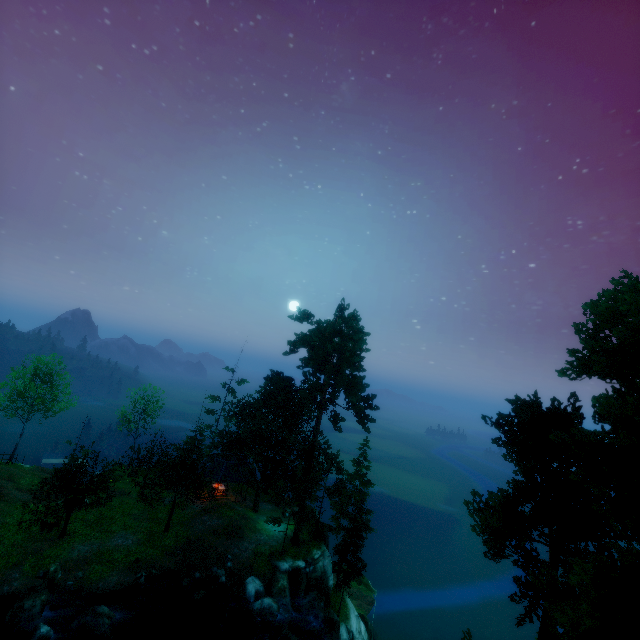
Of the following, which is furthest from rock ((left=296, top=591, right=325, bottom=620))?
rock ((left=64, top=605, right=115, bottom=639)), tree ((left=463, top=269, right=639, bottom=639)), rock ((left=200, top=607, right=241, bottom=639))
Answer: rock ((left=64, top=605, right=115, bottom=639))

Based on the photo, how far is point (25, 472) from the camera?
34.9 meters

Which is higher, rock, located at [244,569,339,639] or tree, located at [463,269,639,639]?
tree, located at [463,269,639,639]

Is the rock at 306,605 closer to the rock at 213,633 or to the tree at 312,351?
the tree at 312,351

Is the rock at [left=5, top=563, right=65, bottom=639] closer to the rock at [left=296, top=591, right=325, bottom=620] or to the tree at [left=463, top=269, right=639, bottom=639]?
the tree at [left=463, top=269, right=639, bottom=639]

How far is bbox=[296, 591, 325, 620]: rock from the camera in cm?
2681

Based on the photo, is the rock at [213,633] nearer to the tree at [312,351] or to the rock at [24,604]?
the tree at [312,351]

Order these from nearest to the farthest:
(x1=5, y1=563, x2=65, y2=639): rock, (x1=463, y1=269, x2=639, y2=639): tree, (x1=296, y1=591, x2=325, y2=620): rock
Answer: (x1=463, y1=269, x2=639, y2=639): tree
(x1=5, y1=563, x2=65, y2=639): rock
(x1=296, y1=591, x2=325, y2=620): rock
